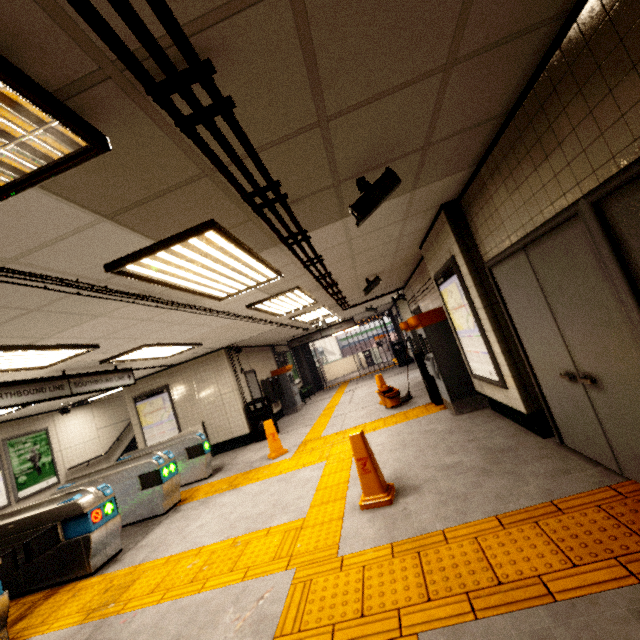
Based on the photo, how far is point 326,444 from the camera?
6.6 meters

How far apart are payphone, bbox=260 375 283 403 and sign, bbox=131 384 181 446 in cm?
289

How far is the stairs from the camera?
12.06m

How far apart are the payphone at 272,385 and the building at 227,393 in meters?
2.0 m

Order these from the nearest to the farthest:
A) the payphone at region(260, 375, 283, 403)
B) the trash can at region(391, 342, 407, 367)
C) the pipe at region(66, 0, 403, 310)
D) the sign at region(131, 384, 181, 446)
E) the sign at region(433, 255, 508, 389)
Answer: the pipe at region(66, 0, 403, 310) → the sign at region(433, 255, 508, 389) → the sign at region(131, 384, 181, 446) → the payphone at region(260, 375, 283, 403) → the trash can at region(391, 342, 407, 367)

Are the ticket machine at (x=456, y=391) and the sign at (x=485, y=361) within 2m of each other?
yes

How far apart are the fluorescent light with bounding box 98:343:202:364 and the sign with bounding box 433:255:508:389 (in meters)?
5.17

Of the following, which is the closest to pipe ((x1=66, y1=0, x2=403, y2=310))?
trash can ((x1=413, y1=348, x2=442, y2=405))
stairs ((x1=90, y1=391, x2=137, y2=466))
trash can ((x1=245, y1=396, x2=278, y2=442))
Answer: trash can ((x1=413, y1=348, x2=442, y2=405))
